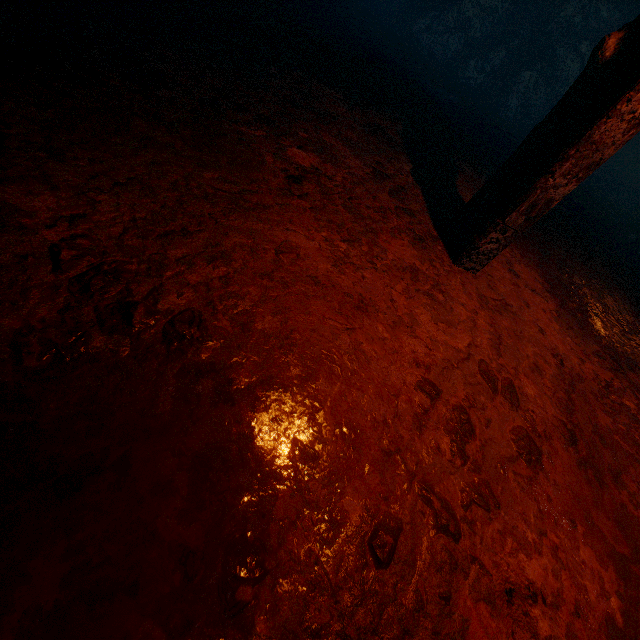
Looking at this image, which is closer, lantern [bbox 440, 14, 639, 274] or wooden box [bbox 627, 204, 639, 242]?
lantern [bbox 440, 14, 639, 274]

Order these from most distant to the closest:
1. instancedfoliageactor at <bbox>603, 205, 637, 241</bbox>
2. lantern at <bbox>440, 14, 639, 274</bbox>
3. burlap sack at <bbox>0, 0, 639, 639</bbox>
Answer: instancedfoliageactor at <bbox>603, 205, 637, 241</bbox> < lantern at <bbox>440, 14, 639, 274</bbox> < burlap sack at <bbox>0, 0, 639, 639</bbox>

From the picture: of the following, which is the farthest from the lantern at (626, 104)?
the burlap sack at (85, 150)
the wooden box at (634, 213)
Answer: the wooden box at (634, 213)

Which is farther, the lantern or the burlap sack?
the lantern

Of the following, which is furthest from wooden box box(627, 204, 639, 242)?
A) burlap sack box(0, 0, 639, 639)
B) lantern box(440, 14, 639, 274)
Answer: lantern box(440, 14, 639, 274)

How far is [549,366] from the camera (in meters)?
2.26

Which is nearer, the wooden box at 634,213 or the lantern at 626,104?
the lantern at 626,104

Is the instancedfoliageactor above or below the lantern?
below
